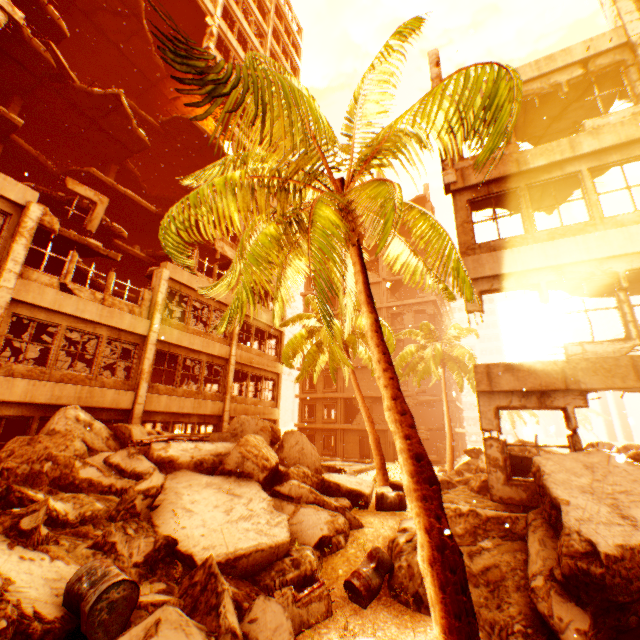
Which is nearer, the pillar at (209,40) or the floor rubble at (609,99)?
the floor rubble at (609,99)

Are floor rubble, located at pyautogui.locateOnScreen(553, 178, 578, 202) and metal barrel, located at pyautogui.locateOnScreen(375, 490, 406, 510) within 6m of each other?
no

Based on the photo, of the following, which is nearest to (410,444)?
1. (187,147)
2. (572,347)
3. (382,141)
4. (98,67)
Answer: (382,141)

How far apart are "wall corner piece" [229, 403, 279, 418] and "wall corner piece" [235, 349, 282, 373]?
2.23m

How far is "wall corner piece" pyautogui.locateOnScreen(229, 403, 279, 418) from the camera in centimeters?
1762cm

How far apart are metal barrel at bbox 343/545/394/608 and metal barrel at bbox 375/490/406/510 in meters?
2.3

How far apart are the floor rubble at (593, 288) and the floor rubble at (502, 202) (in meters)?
2.47

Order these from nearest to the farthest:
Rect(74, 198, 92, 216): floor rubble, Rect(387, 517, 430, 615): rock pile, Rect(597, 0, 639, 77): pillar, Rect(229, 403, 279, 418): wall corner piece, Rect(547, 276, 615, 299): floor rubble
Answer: Rect(387, 517, 430, 615): rock pile < Rect(597, 0, 639, 77): pillar < Rect(547, 276, 615, 299): floor rubble < Rect(74, 198, 92, 216): floor rubble < Rect(229, 403, 279, 418): wall corner piece
